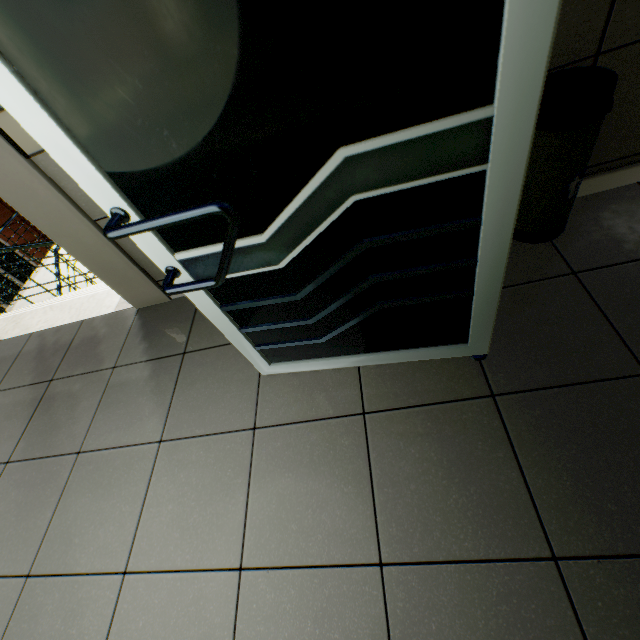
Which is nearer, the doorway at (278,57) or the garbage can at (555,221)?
the doorway at (278,57)

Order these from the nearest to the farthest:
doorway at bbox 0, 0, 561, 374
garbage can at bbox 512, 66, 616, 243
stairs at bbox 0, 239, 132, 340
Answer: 1. doorway at bbox 0, 0, 561, 374
2. garbage can at bbox 512, 66, 616, 243
3. stairs at bbox 0, 239, 132, 340

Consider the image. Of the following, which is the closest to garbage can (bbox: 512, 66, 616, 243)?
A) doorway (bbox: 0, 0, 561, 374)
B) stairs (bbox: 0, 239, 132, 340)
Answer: doorway (bbox: 0, 0, 561, 374)

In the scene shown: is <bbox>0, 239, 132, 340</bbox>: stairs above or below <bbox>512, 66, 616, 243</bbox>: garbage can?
below

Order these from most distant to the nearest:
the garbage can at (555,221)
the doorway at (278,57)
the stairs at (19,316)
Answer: the stairs at (19,316), the garbage can at (555,221), the doorway at (278,57)

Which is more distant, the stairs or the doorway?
the stairs

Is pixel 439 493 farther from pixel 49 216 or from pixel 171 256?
pixel 49 216
